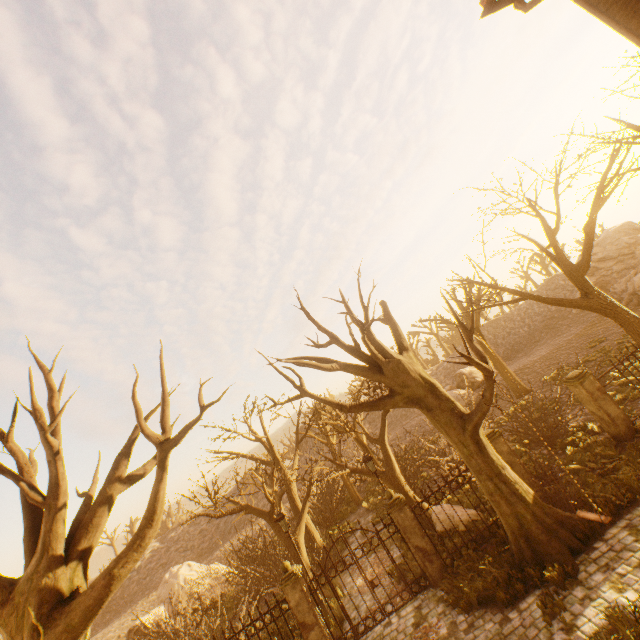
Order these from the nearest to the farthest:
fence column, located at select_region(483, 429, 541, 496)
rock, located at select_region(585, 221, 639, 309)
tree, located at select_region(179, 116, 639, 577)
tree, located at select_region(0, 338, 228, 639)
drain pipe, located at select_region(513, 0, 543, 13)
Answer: tree, located at select_region(0, 338, 228, 639)
drain pipe, located at select_region(513, 0, 543, 13)
tree, located at select_region(179, 116, 639, 577)
fence column, located at select_region(483, 429, 541, 496)
rock, located at select_region(585, 221, 639, 309)

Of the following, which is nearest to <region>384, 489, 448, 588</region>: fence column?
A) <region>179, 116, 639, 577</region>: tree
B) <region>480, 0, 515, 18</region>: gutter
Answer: <region>480, 0, 515, 18</region>: gutter

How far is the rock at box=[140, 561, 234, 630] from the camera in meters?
18.8

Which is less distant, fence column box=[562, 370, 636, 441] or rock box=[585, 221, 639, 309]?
fence column box=[562, 370, 636, 441]

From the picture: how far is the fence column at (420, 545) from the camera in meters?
9.8

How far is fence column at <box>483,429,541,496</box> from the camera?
10.5m

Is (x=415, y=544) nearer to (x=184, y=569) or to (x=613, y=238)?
(x=184, y=569)

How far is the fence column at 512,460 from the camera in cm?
1045
